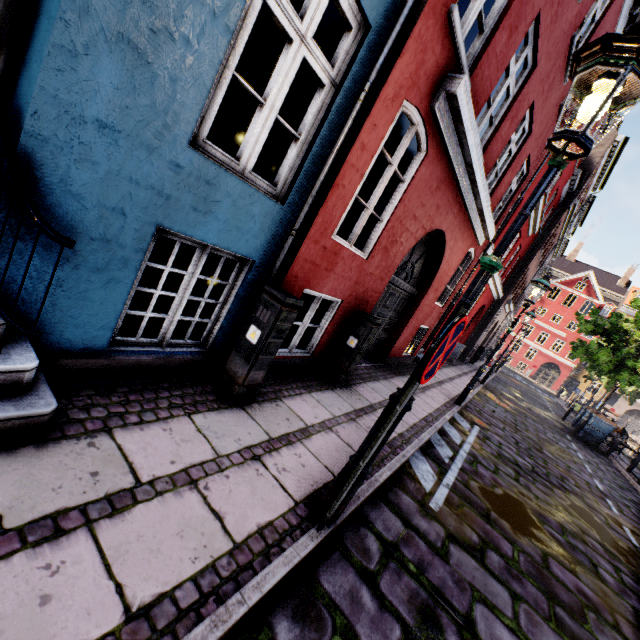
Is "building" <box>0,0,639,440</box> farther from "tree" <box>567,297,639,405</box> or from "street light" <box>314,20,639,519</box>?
"tree" <box>567,297,639,405</box>

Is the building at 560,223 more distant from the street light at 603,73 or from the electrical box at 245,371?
the street light at 603,73

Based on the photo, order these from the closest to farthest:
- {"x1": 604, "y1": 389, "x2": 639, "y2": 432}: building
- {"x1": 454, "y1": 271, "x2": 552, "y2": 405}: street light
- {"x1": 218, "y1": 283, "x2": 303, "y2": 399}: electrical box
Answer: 1. {"x1": 218, "y1": 283, "x2": 303, "y2": 399}: electrical box
2. {"x1": 454, "y1": 271, "x2": 552, "y2": 405}: street light
3. {"x1": 604, "y1": 389, "x2": 639, "y2": 432}: building

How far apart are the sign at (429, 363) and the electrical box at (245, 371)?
1.5m

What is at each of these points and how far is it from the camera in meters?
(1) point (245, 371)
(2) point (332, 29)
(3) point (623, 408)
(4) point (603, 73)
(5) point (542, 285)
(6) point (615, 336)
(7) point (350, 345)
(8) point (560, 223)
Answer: (1) electrical box, 3.4 m
(2) building, 3.7 m
(3) building, 39.8 m
(4) street light, 1.8 m
(5) street light, 7.7 m
(6) tree, 20.5 m
(7) electrical box, 5.5 m
(8) building, 18.3 m

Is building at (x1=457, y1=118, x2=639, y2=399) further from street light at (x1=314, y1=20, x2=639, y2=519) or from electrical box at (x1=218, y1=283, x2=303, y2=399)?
street light at (x1=314, y1=20, x2=639, y2=519)

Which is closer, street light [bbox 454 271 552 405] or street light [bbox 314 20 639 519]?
street light [bbox 314 20 639 519]

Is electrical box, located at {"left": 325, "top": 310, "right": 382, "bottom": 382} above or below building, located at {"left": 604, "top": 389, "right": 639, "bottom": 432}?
below
